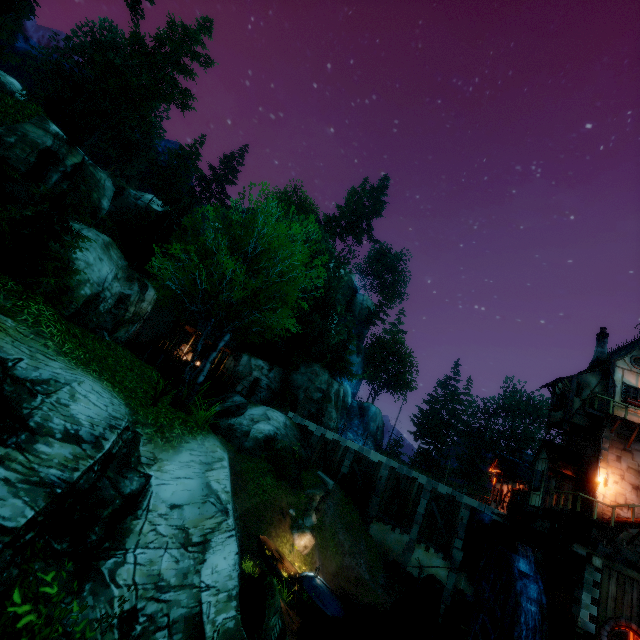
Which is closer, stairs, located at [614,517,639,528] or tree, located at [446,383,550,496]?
stairs, located at [614,517,639,528]

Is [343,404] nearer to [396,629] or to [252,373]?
[252,373]

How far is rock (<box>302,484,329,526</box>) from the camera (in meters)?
20.66

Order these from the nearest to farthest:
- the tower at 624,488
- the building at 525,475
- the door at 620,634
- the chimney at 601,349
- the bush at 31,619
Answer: the bush at 31,619 → the door at 620,634 → the tower at 624,488 → the building at 525,475 → the chimney at 601,349

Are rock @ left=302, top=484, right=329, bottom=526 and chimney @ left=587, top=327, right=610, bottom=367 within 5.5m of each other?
no

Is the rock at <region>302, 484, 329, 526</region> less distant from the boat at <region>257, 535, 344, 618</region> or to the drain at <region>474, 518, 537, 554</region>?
the boat at <region>257, 535, 344, 618</region>

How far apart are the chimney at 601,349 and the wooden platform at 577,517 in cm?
1056

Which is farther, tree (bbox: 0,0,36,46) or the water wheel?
tree (bbox: 0,0,36,46)
